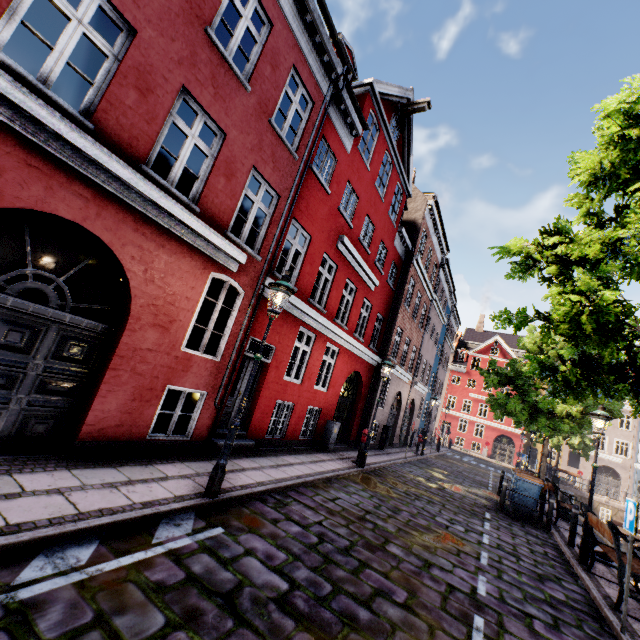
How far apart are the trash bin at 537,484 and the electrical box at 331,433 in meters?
6.6

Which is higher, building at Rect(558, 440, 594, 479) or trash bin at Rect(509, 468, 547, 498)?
building at Rect(558, 440, 594, 479)

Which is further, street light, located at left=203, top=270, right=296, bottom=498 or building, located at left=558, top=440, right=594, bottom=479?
building, located at left=558, top=440, right=594, bottom=479

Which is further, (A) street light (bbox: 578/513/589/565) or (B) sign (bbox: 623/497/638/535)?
(A) street light (bbox: 578/513/589/565)

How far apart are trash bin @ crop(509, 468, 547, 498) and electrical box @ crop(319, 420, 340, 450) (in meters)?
6.60

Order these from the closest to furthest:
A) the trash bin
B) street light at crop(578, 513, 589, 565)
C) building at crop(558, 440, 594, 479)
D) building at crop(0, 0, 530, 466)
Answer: building at crop(0, 0, 530, 466) → street light at crop(578, 513, 589, 565) → the trash bin → building at crop(558, 440, 594, 479)

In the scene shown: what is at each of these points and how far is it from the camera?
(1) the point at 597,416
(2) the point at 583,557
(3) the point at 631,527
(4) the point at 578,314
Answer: (1) street light, 8.5 meters
(2) street light, 7.8 meters
(3) sign, 5.1 meters
(4) tree, 6.0 meters

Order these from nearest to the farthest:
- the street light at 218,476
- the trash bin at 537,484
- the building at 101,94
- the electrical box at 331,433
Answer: the building at 101,94 → the street light at 218,476 → the trash bin at 537,484 → the electrical box at 331,433
